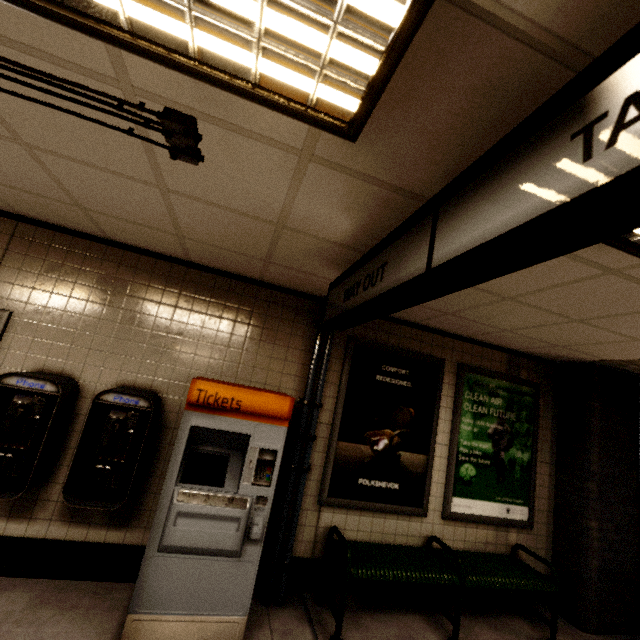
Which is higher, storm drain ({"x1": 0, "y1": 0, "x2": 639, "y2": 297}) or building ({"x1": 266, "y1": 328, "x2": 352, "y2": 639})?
storm drain ({"x1": 0, "y1": 0, "x2": 639, "y2": 297})

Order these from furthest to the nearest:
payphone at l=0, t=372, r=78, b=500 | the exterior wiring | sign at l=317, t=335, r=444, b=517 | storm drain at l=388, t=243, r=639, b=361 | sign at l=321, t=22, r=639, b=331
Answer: sign at l=317, t=335, r=444, b=517 < payphone at l=0, t=372, r=78, b=500 < storm drain at l=388, t=243, r=639, b=361 < the exterior wiring < sign at l=321, t=22, r=639, b=331

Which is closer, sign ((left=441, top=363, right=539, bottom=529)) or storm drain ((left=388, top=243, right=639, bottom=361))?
storm drain ((left=388, top=243, right=639, bottom=361))

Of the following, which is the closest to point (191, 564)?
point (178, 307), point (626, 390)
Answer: point (178, 307)

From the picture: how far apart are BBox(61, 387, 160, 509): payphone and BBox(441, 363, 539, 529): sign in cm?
321

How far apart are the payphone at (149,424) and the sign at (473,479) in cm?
321

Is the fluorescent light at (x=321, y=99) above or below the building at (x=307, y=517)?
above

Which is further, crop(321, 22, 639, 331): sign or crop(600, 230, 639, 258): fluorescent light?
crop(600, 230, 639, 258): fluorescent light
